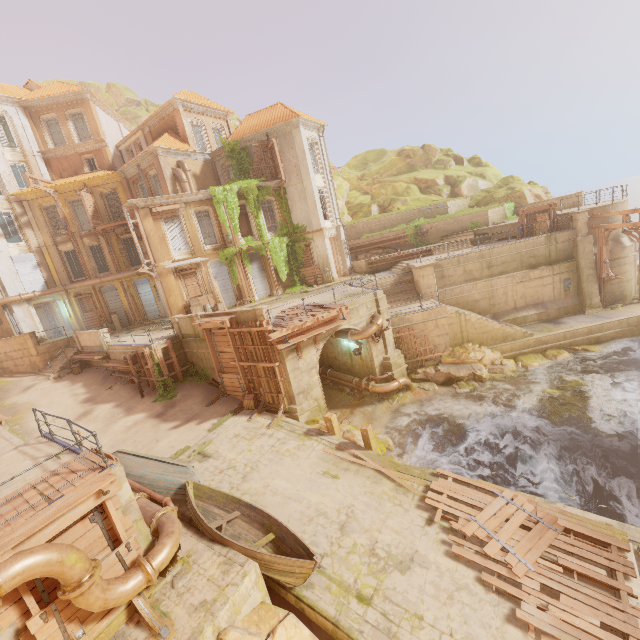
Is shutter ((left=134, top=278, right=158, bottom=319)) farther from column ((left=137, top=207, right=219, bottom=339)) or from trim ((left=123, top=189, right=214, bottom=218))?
trim ((left=123, top=189, right=214, bottom=218))

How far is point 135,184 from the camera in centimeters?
2731cm

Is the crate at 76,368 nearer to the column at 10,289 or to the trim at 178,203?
the column at 10,289

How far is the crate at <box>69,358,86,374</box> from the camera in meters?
23.8

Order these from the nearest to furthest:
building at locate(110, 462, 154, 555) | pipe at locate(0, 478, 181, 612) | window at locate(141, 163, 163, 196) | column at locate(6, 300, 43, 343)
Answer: pipe at locate(0, 478, 181, 612)
building at locate(110, 462, 154, 555)
window at locate(141, 163, 163, 196)
column at locate(6, 300, 43, 343)

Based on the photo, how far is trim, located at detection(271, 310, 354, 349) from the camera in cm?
1507

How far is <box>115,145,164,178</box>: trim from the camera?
24.0 meters

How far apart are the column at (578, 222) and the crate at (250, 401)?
23.8 meters
